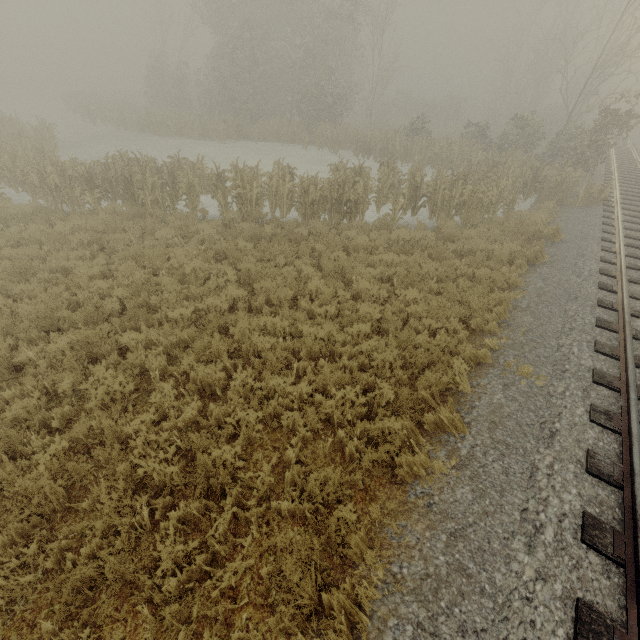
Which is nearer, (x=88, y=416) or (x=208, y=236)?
(x=88, y=416)
